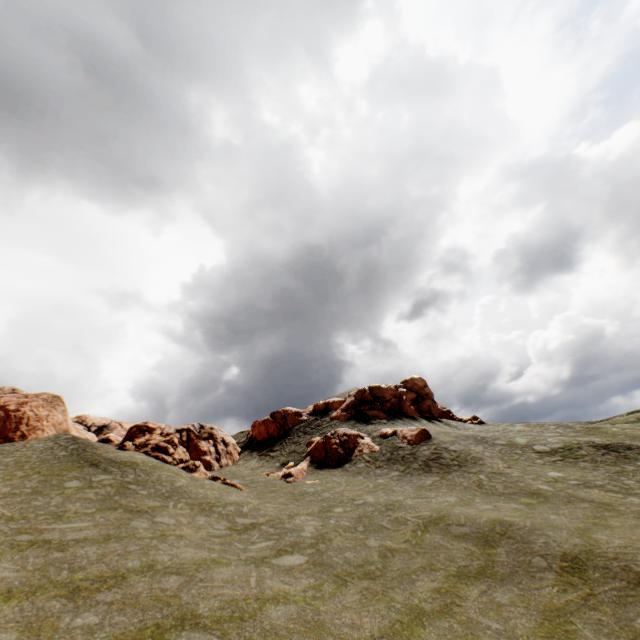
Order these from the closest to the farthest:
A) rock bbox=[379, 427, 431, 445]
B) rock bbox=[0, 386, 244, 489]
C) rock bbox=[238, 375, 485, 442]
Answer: rock bbox=[0, 386, 244, 489]
rock bbox=[379, 427, 431, 445]
rock bbox=[238, 375, 485, 442]

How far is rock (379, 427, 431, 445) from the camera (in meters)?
30.34

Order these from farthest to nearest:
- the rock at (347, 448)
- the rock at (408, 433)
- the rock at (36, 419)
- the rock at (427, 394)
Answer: the rock at (427, 394) → the rock at (408, 433) → the rock at (347, 448) → the rock at (36, 419)

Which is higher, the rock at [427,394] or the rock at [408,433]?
the rock at [427,394]

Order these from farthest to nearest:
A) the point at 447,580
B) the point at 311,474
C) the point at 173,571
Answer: the point at 311,474
the point at 447,580
the point at 173,571

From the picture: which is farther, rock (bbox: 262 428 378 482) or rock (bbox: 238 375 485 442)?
rock (bbox: 238 375 485 442)
